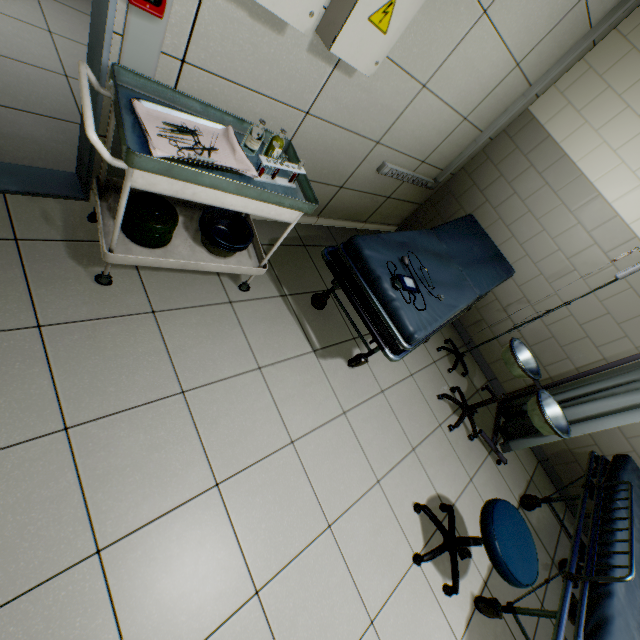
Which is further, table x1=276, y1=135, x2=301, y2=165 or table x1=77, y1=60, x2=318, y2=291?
table x1=276, y1=135, x2=301, y2=165

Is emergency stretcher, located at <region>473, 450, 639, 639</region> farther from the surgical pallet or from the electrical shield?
the electrical shield

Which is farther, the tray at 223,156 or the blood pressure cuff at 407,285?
the blood pressure cuff at 407,285

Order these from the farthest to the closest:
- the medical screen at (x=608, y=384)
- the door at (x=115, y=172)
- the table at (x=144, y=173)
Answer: the medical screen at (x=608, y=384)
the door at (x=115, y=172)
the table at (x=144, y=173)

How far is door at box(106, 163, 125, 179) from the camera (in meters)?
1.79

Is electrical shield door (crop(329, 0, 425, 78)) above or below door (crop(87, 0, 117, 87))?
above

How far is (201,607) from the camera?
1.3 meters

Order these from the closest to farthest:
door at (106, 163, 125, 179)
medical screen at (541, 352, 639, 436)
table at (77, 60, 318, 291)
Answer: table at (77, 60, 318, 291), door at (106, 163, 125, 179), medical screen at (541, 352, 639, 436)
